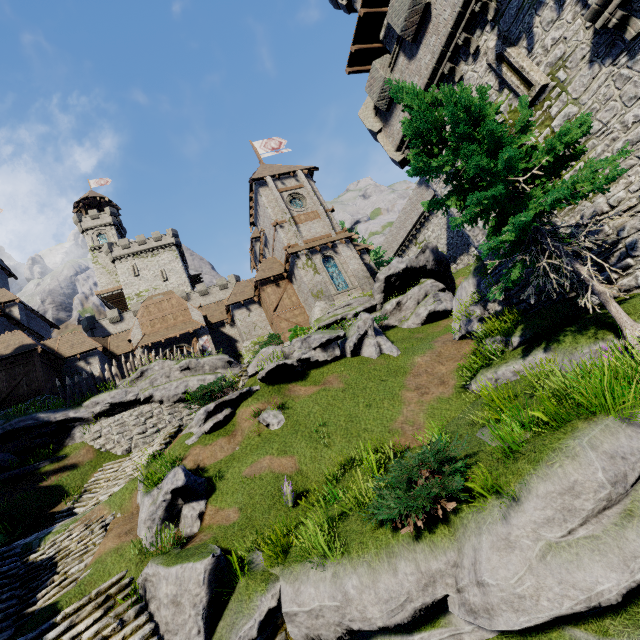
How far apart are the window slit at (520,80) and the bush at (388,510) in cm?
1164

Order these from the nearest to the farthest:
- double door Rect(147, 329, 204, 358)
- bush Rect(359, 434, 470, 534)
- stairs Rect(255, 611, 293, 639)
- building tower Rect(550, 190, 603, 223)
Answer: bush Rect(359, 434, 470, 534) < stairs Rect(255, 611, 293, 639) < building tower Rect(550, 190, 603, 223) < double door Rect(147, 329, 204, 358)

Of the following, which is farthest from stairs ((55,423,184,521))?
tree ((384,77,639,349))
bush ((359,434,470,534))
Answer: tree ((384,77,639,349))

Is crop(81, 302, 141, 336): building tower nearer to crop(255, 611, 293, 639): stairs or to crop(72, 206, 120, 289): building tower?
crop(72, 206, 120, 289): building tower

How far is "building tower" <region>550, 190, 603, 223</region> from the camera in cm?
1027

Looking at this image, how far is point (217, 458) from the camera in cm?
1239

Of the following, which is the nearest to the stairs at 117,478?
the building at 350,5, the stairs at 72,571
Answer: the stairs at 72,571

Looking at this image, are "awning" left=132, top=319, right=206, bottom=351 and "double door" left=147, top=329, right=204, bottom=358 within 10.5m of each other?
yes
